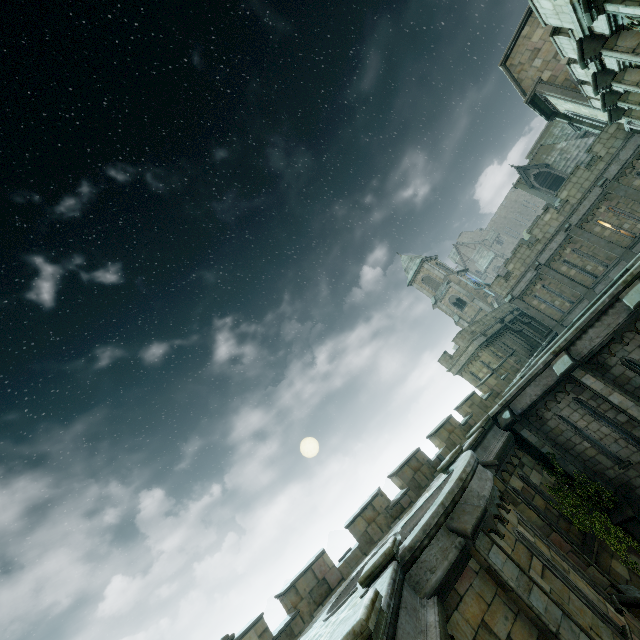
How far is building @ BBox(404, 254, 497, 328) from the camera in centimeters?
5031cm

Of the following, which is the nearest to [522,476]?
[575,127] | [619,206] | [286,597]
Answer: [286,597]

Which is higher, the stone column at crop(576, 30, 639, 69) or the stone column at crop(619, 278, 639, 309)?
the stone column at crop(576, 30, 639, 69)

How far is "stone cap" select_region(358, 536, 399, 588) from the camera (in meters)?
6.21

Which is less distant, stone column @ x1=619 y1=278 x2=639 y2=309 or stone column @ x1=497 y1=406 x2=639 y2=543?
stone column @ x1=619 y1=278 x2=639 y2=309

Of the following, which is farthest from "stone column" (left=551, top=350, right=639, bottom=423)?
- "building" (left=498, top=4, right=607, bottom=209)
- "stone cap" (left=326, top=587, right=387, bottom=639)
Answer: "building" (left=498, top=4, right=607, bottom=209)

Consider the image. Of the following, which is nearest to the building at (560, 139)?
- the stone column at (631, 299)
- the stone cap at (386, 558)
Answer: the stone column at (631, 299)

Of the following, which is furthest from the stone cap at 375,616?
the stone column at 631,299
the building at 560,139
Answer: the building at 560,139
